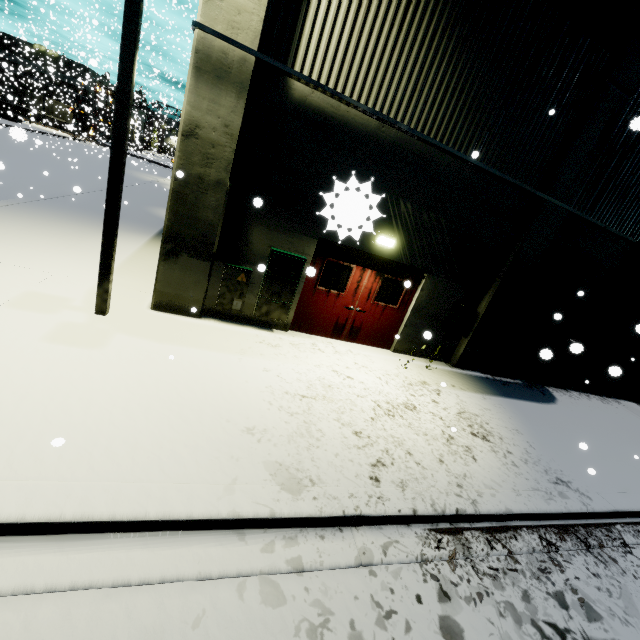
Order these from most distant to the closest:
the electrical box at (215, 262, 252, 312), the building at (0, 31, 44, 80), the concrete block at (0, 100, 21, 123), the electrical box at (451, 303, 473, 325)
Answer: the building at (0, 31, 44, 80) < the concrete block at (0, 100, 21, 123) < the electrical box at (451, 303, 473, 325) < the electrical box at (215, 262, 252, 312)

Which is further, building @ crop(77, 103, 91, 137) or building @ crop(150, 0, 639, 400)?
building @ crop(77, 103, 91, 137)

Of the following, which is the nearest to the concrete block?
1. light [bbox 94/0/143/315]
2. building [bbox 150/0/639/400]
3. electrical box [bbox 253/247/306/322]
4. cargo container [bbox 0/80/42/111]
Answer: building [bbox 150/0/639/400]

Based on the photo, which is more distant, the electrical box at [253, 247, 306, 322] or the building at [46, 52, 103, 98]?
the building at [46, 52, 103, 98]

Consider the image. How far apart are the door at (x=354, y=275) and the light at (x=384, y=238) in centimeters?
25cm

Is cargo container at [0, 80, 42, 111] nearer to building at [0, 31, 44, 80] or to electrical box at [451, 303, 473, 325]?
building at [0, 31, 44, 80]

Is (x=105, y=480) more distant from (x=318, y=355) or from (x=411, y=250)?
(x=411, y=250)

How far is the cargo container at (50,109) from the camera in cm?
4555
